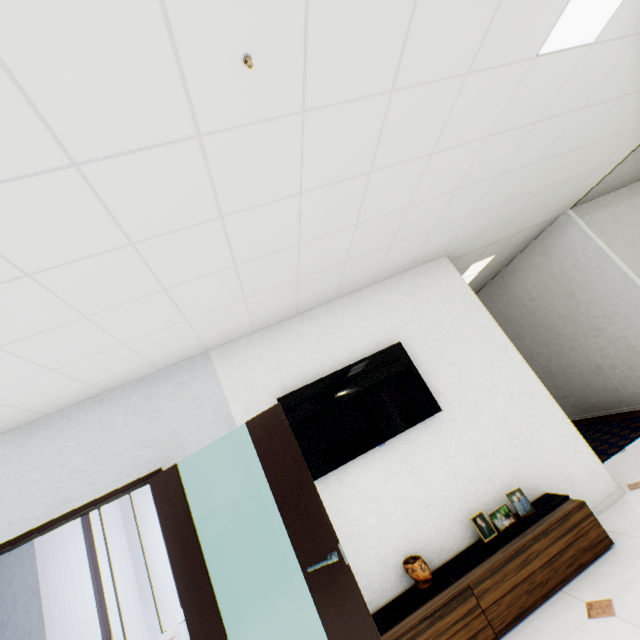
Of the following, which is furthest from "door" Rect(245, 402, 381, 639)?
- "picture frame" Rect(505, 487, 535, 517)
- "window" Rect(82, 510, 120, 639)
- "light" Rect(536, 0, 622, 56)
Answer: "window" Rect(82, 510, 120, 639)

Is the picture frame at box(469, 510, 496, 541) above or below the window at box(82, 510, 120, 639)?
below

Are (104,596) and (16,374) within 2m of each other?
no

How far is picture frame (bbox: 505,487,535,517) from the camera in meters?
2.8 m

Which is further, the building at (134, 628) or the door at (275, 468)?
the building at (134, 628)

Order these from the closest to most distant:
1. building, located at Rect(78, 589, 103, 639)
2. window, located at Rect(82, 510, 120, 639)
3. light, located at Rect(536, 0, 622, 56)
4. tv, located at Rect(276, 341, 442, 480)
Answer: light, located at Rect(536, 0, 622, 56) → tv, located at Rect(276, 341, 442, 480) → window, located at Rect(82, 510, 120, 639) → building, located at Rect(78, 589, 103, 639)

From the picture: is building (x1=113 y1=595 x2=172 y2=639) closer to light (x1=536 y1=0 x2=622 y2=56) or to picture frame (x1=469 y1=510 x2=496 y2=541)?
picture frame (x1=469 y1=510 x2=496 y2=541)

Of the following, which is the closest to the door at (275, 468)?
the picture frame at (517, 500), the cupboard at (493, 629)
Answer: the cupboard at (493, 629)
